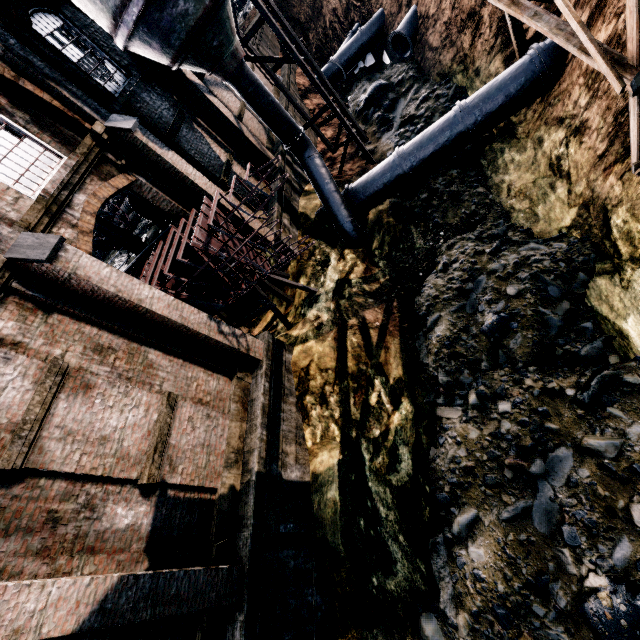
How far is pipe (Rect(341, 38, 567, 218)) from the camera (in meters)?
11.93

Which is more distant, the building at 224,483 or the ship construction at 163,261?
the ship construction at 163,261

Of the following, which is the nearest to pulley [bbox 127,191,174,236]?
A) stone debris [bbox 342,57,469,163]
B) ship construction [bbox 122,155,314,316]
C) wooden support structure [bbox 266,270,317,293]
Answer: ship construction [bbox 122,155,314,316]

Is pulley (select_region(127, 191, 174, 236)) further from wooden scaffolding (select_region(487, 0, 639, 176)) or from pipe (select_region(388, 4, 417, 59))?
pipe (select_region(388, 4, 417, 59))

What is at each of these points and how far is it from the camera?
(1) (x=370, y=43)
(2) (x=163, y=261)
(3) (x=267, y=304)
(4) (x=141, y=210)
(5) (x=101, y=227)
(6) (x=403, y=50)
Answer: (1) pipe, 25.7 meters
(2) ship construction, 12.1 meters
(3) wooden support structure, 13.3 meters
(4) pulley, 14.9 meters
(5) truss, 13.7 meters
(6) pipe, 22.2 meters

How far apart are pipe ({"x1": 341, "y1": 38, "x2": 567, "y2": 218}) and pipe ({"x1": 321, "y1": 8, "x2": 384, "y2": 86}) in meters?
16.6 m

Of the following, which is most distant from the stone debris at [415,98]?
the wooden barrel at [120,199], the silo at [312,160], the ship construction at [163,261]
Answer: the wooden barrel at [120,199]

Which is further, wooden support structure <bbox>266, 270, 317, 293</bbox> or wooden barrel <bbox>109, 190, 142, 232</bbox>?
wooden barrel <bbox>109, 190, 142, 232</bbox>
